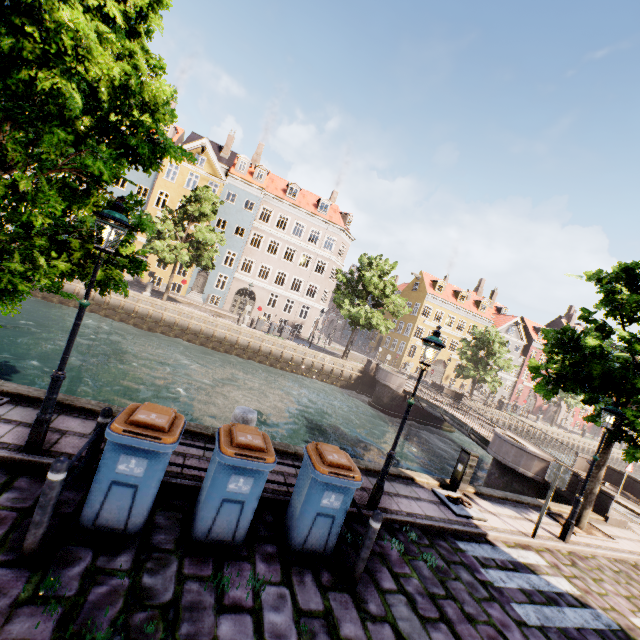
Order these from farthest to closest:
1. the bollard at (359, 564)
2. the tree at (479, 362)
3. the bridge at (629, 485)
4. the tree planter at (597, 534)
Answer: the tree at (479, 362), the bridge at (629, 485), the tree planter at (597, 534), the bollard at (359, 564)

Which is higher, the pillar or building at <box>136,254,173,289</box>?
building at <box>136,254,173,289</box>

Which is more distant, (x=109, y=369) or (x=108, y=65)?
(x=109, y=369)

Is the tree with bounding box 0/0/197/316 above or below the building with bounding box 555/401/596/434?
above

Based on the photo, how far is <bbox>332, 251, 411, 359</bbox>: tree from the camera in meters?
27.9

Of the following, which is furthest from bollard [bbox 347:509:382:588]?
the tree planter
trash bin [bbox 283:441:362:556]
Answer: the tree planter

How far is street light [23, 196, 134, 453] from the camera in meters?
4.6

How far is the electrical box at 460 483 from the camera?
8.7m
